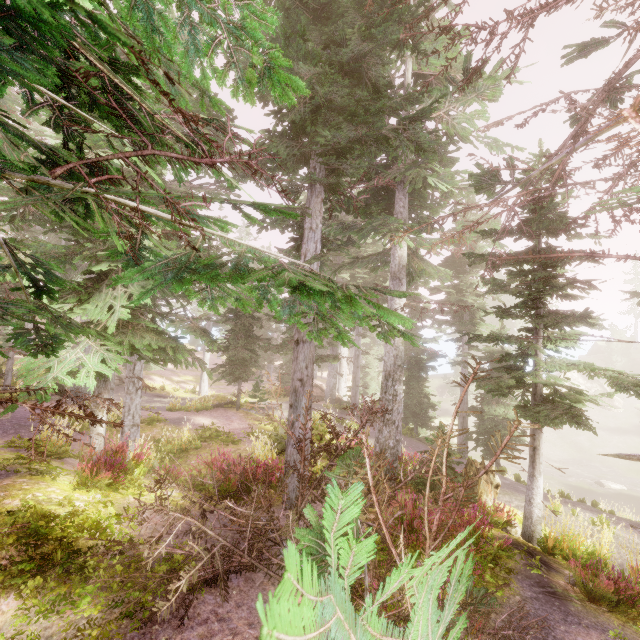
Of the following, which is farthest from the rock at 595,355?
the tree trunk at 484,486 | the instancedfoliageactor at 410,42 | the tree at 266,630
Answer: the tree at 266,630

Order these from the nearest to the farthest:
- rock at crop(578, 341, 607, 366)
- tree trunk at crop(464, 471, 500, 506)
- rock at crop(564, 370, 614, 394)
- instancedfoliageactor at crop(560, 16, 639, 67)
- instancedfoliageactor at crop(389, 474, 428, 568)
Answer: instancedfoliageactor at crop(560, 16, 639, 67) < instancedfoliageactor at crop(389, 474, 428, 568) < tree trunk at crop(464, 471, 500, 506) < rock at crop(564, 370, 614, 394) < rock at crop(578, 341, 607, 366)

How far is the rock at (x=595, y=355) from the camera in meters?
48.6

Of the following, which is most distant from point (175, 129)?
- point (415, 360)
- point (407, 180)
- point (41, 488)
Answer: point (415, 360)

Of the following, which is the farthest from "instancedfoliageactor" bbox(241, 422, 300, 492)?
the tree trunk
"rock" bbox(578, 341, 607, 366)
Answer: the tree trunk

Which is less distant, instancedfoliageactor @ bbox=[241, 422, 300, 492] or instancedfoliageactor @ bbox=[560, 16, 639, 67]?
instancedfoliageactor @ bbox=[560, 16, 639, 67]

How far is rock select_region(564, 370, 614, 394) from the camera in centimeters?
4602cm
